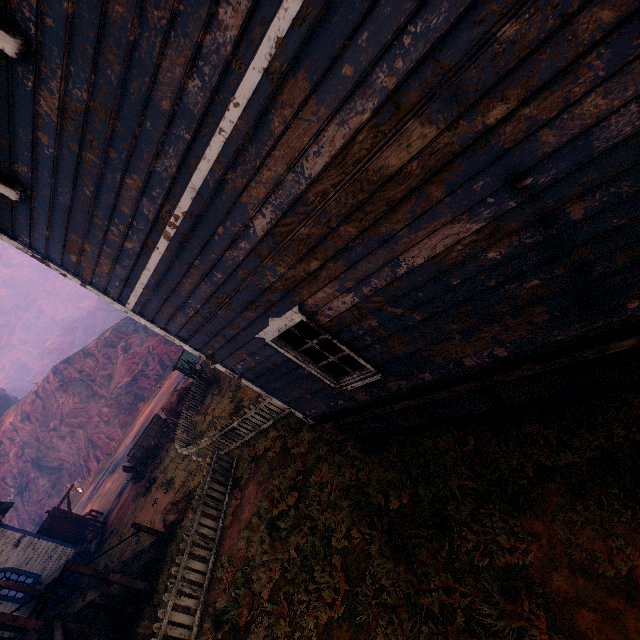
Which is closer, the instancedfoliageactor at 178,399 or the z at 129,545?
the z at 129,545

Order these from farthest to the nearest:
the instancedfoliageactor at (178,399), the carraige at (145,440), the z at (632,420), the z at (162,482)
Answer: the instancedfoliageactor at (178,399)
the carraige at (145,440)
the z at (162,482)
the z at (632,420)

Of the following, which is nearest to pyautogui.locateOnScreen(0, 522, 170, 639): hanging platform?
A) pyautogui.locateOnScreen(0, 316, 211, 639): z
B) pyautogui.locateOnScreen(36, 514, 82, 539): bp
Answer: pyautogui.locateOnScreen(0, 316, 211, 639): z

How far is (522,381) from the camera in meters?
4.3

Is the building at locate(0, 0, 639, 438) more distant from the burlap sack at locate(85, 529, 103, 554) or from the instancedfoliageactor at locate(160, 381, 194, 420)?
the instancedfoliageactor at locate(160, 381, 194, 420)

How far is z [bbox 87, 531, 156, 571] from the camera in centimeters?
1293cm

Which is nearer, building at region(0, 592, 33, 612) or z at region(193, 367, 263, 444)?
z at region(193, 367, 263, 444)

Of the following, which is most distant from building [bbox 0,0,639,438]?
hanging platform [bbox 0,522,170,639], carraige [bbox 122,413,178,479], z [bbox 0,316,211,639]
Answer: carraige [bbox 122,413,178,479]
